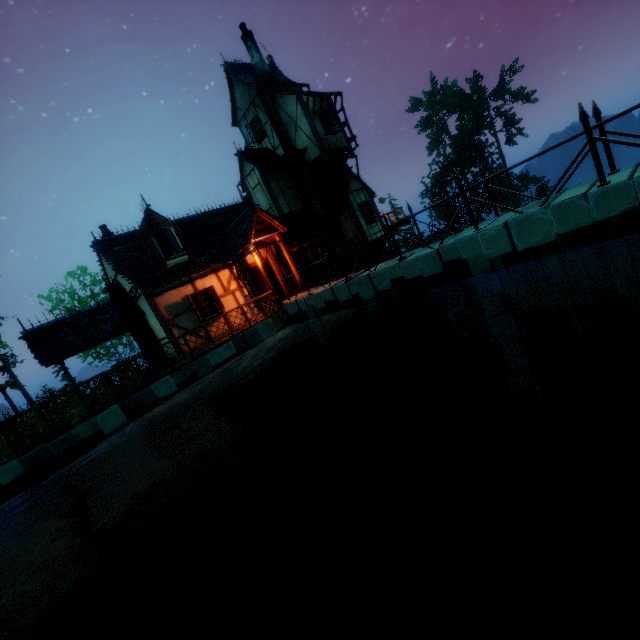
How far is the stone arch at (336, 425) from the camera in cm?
1567

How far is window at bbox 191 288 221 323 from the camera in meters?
13.6 m

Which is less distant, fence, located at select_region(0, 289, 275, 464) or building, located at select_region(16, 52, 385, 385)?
fence, located at select_region(0, 289, 275, 464)

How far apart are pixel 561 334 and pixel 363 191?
14.29m

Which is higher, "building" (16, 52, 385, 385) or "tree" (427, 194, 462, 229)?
"building" (16, 52, 385, 385)

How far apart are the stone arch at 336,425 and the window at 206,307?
7.3 meters

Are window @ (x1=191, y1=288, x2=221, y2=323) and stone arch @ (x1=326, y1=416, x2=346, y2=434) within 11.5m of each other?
yes

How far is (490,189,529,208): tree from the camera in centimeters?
4275cm
